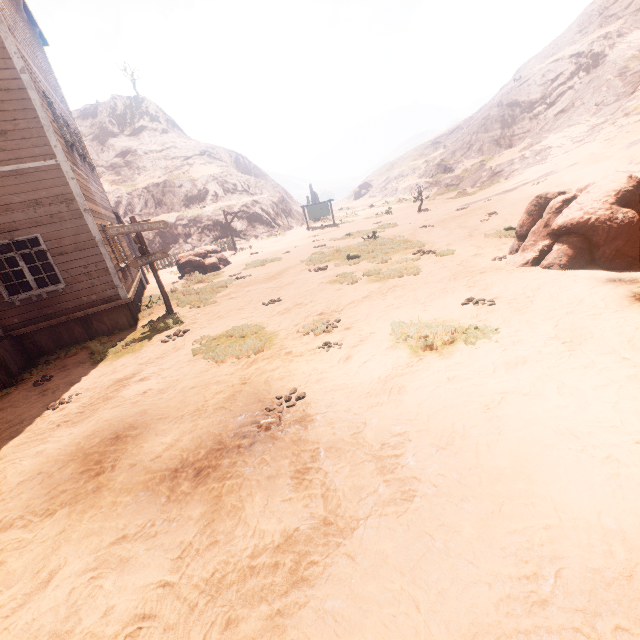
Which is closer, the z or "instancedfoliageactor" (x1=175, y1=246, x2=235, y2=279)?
the z

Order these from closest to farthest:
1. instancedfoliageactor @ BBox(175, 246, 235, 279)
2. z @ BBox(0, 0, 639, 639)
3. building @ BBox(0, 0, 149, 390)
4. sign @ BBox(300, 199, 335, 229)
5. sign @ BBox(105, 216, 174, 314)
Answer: z @ BBox(0, 0, 639, 639) → building @ BBox(0, 0, 149, 390) → sign @ BBox(105, 216, 174, 314) → instancedfoliageactor @ BBox(175, 246, 235, 279) → sign @ BBox(300, 199, 335, 229)

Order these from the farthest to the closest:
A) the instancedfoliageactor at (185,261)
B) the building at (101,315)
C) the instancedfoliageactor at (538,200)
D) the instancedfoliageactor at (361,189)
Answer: the instancedfoliageactor at (361,189) < the instancedfoliageactor at (185,261) < the building at (101,315) < the instancedfoliageactor at (538,200)

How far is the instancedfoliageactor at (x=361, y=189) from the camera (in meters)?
56.44

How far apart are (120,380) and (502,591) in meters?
7.2 m

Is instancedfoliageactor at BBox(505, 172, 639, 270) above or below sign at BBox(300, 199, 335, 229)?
below

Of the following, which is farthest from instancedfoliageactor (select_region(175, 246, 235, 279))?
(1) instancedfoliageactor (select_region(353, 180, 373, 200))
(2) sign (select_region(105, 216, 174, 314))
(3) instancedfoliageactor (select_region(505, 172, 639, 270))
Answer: (1) instancedfoliageactor (select_region(353, 180, 373, 200))

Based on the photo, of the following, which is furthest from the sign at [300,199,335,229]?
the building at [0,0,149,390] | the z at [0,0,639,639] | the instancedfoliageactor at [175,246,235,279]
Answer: the building at [0,0,149,390]
